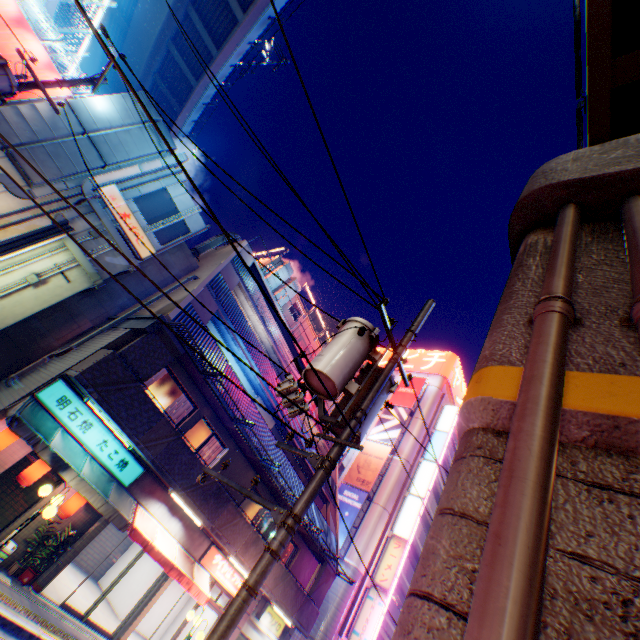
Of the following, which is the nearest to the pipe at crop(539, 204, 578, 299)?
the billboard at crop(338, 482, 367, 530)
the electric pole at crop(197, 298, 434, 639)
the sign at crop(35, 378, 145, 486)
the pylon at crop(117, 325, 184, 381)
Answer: the electric pole at crop(197, 298, 434, 639)

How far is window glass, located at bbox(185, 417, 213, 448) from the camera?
13.75m

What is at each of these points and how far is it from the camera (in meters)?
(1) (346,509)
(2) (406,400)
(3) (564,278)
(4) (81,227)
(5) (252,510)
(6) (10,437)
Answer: (1) billboard, 24.58
(2) billboard, 31.95
(3) pipe, 2.55
(4) building, 11.77
(5) window glass, 16.39
(6) street lamp, 9.00

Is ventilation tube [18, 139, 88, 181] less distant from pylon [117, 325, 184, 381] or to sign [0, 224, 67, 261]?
sign [0, 224, 67, 261]

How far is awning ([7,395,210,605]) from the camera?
9.0m

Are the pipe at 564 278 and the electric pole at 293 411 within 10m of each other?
yes

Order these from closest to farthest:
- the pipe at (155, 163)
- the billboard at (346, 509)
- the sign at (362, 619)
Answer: the pipe at (155, 163) → the sign at (362, 619) → the billboard at (346, 509)

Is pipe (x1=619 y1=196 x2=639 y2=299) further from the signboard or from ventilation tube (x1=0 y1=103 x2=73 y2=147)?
the signboard
